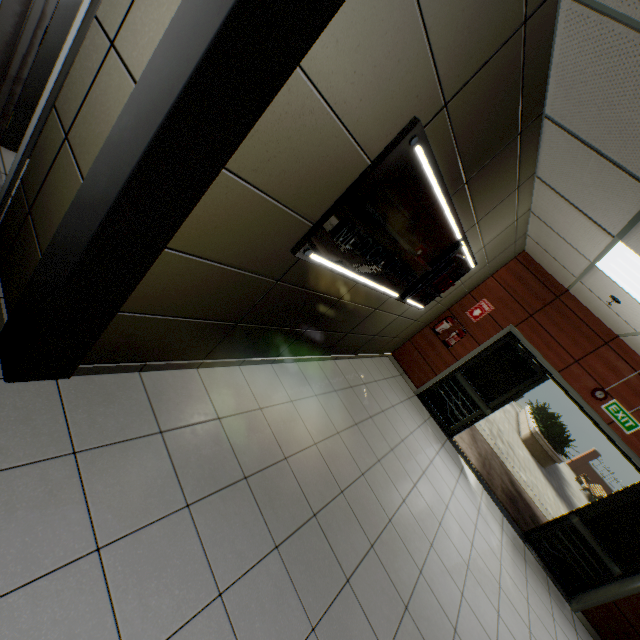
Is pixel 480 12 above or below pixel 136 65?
above

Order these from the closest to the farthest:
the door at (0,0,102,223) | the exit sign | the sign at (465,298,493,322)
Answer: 1. the door at (0,0,102,223)
2. the exit sign
3. the sign at (465,298,493,322)

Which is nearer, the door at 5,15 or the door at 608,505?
the door at 5,15

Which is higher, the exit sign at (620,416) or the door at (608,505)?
the exit sign at (620,416)

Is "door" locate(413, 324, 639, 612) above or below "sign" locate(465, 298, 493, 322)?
below

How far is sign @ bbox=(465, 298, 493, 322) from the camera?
6.1m

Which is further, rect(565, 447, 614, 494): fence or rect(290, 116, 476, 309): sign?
rect(565, 447, 614, 494): fence

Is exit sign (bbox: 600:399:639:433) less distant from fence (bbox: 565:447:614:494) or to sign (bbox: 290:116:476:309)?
sign (bbox: 290:116:476:309)
